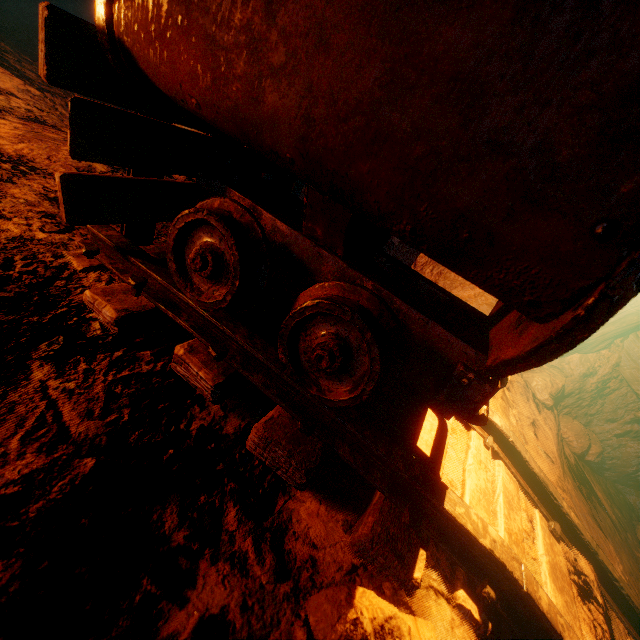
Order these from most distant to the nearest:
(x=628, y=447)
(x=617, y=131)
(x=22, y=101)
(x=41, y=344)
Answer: (x=628, y=447) → (x=22, y=101) → (x=41, y=344) → (x=617, y=131)

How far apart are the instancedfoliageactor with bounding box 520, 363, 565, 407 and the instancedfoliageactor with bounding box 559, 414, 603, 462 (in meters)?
0.52

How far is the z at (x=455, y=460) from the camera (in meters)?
1.21

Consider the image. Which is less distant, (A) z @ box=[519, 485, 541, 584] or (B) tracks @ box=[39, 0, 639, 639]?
(B) tracks @ box=[39, 0, 639, 639]

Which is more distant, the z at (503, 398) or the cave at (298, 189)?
the cave at (298, 189)

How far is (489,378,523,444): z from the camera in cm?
193

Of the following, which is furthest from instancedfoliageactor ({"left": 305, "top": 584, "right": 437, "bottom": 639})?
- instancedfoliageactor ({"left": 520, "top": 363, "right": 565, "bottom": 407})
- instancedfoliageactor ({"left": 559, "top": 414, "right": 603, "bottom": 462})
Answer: instancedfoliageactor ({"left": 559, "top": 414, "right": 603, "bottom": 462})

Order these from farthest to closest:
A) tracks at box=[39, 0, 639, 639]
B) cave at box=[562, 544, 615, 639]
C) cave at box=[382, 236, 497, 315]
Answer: cave at box=[382, 236, 497, 315] → cave at box=[562, 544, 615, 639] → tracks at box=[39, 0, 639, 639]
